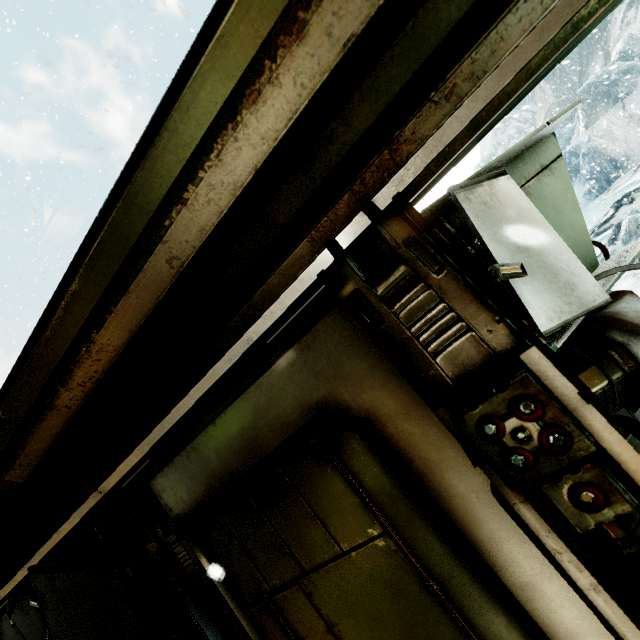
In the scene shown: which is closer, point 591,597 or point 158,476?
point 591,597
